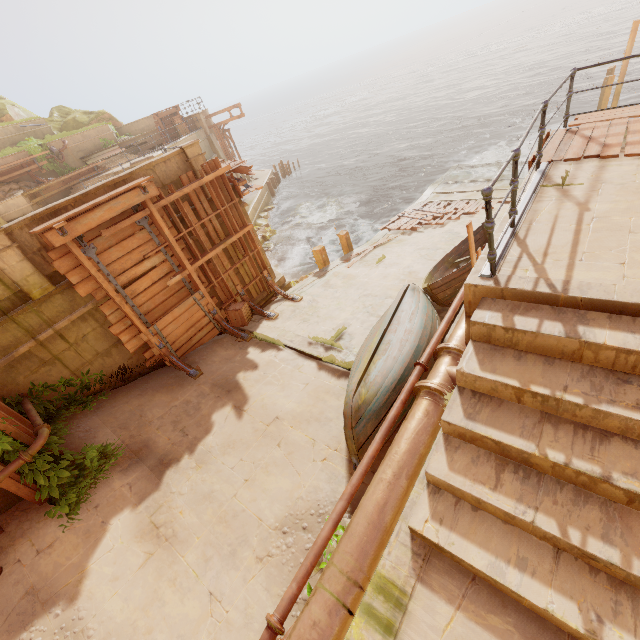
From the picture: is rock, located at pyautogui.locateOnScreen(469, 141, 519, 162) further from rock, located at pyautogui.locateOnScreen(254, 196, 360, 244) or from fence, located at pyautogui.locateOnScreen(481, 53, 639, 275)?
fence, located at pyautogui.locateOnScreen(481, 53, 639, 275)

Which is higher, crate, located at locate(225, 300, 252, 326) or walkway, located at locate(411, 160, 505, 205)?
crate, located at locate(225, 300, 252, 326)

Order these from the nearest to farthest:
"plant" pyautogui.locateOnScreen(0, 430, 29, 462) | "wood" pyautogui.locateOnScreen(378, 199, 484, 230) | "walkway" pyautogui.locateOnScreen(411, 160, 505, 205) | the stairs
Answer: the stairs < "plant" pyautogui.locateOnScreen(0, 430, 29, 462) < "wood" pyautogui.locateOnScreen(378, 199, 484, 230) < "walkway" pyautogui.locateOnScreen(411, 160, 505, 205)

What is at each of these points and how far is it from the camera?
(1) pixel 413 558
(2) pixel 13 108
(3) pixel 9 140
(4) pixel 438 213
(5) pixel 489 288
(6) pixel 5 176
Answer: (1) building, 3.00m
(2) rock, 27.61m
(3) building, 20.67m
(4) wood, 16.94m
(5) building, 3.54m
(6) trim, 18.80m

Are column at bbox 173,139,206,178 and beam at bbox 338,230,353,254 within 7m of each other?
yes

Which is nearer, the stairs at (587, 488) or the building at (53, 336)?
the stairs at (587, 488)

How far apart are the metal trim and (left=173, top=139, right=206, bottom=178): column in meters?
8.3

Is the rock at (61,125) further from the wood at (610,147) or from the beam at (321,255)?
the wood at (610,147)
